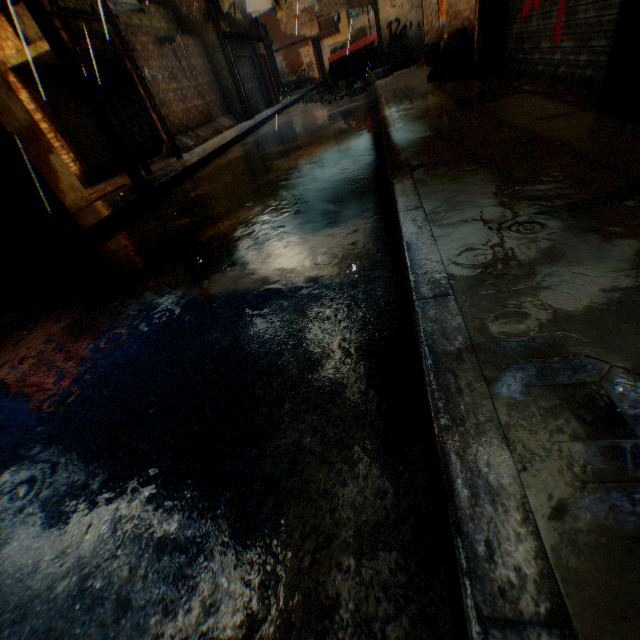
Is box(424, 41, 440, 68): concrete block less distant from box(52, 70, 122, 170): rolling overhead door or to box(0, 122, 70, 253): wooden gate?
box(52, 70, 122, 170): rolling overhead door

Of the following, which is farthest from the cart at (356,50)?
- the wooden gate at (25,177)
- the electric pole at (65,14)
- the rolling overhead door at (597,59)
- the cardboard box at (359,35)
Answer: the wooden gate at (25,177)

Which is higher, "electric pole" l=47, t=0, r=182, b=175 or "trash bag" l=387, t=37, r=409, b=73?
"electric pole" l=47, t=0, r=182, b=175

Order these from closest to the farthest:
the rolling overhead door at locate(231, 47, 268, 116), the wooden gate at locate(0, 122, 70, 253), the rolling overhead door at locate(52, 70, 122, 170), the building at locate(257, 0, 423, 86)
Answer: the wooden gate at locate(0, 122, 70, 253) < the rolling overhead door at locate(52, 70, 122, 170) < the building at locate(257, 0, 423, 86) < the rolling overhead door at locate(231, 47, 268, 116)

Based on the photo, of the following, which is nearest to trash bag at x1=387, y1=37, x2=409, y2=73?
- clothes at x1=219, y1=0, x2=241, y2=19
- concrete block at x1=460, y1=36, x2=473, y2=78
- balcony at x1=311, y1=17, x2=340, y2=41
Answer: concrete block at x1=460, y1=36, x2=473, y2=78

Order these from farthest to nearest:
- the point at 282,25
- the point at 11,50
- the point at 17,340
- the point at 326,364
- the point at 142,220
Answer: → the point at 282,25 < the point at 11,50 < the point at 142,220 < the point at 17,340 < the point at 326,364

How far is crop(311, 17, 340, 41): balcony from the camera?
27.44m

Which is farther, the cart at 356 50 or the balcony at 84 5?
A: the cart at 356 50
